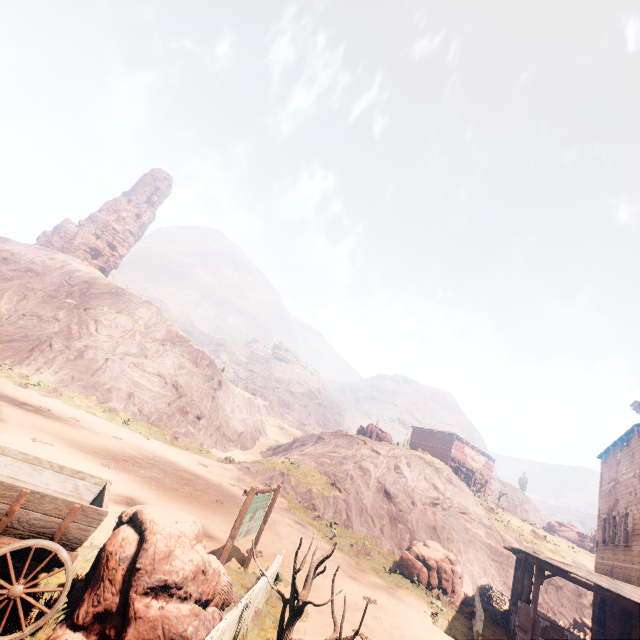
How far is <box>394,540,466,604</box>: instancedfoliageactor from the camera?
16.6m

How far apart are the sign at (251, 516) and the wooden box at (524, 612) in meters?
11.4

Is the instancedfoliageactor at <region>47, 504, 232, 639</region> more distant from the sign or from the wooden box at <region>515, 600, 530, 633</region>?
the wooden box at <region>515, 600, 530, 633</region>

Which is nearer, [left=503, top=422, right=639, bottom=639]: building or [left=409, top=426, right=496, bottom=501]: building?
[left=503, top=422, right=639, bottom=639]: building

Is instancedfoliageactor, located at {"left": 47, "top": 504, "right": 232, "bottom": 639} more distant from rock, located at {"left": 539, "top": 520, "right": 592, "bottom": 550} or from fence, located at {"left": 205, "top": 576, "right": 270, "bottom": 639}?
rock, located at {"left": 539, "top": 520, "right": 592, "bottom": 550}

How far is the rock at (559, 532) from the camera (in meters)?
49.46

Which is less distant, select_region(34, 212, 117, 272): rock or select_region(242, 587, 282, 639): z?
select_region(242, 587, 282, 639): z

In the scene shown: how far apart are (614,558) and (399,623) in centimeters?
1357cm
